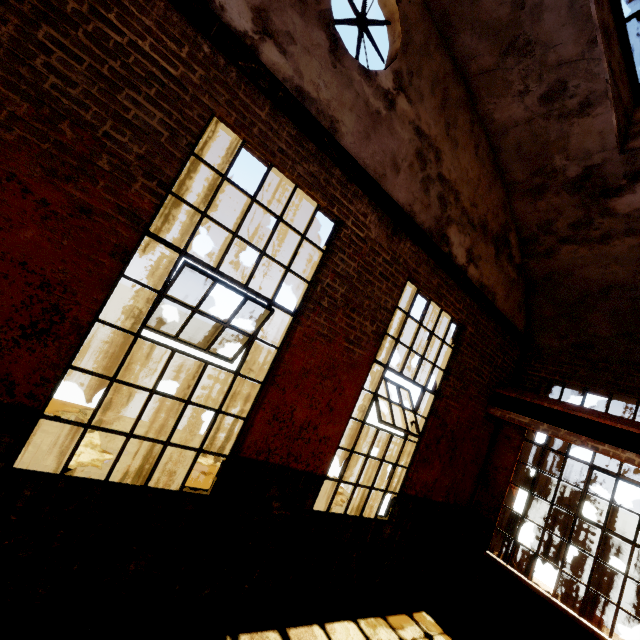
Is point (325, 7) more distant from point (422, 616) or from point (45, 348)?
point (422, 616)

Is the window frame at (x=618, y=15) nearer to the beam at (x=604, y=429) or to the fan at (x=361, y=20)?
the fan at (x=361, y=20)

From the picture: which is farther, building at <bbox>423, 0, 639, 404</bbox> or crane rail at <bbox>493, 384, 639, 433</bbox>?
crane rail at <bbox>493, 384, 639, 433</bbox>

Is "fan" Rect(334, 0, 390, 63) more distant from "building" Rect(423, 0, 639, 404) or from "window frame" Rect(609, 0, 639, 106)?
"window frame" Rect(609, 0, 639, 106)

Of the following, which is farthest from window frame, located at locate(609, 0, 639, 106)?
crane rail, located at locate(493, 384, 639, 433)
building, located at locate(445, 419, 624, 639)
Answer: building, located at locate(445, 419, 624, 639)

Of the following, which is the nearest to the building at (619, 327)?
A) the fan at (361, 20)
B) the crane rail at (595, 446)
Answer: the crane rail at (595, 446)

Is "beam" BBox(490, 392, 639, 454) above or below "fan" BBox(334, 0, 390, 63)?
below

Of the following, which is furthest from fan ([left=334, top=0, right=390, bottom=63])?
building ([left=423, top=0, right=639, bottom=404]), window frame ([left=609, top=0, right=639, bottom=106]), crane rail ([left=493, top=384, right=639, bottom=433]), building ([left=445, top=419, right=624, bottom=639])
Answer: building ([left=445, top=419, right=624, bottom=639])
